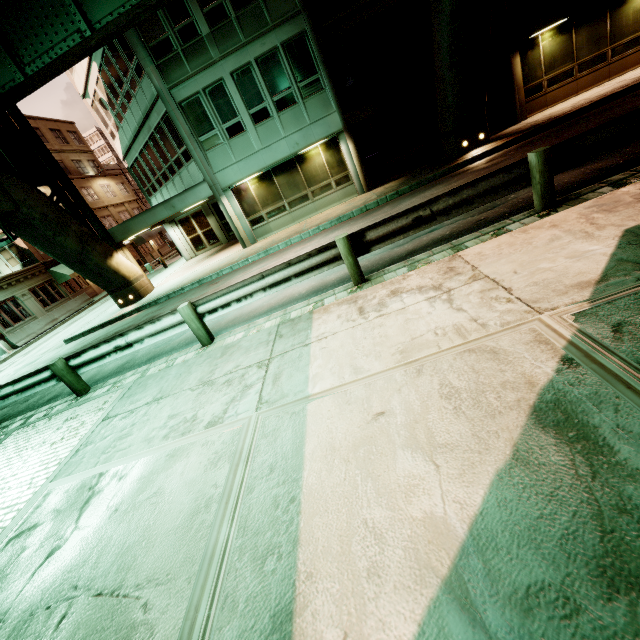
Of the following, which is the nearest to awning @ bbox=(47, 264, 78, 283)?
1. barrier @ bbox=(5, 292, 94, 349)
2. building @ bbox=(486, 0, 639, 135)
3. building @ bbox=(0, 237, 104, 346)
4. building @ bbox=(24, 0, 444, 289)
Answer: building @ bbox=(0, 237, 104, 346)

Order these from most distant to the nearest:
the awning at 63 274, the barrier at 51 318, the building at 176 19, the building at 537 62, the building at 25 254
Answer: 1. the awning at 63 274
2. the building at 25 254
3. the barrier at 51 318
4. the building at 176 19
5. the building at 537 62

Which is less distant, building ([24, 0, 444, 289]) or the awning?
building ([24, 0, 444, 289])

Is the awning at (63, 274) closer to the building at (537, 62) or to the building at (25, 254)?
the building at (25, 254)

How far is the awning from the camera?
29.0m

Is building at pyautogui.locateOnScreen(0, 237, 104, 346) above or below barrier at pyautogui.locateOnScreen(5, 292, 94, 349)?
above

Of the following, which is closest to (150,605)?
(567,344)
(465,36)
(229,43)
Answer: (567,344)

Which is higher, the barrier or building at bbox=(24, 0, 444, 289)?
building at bbox=(24, 0, 444, 289)
